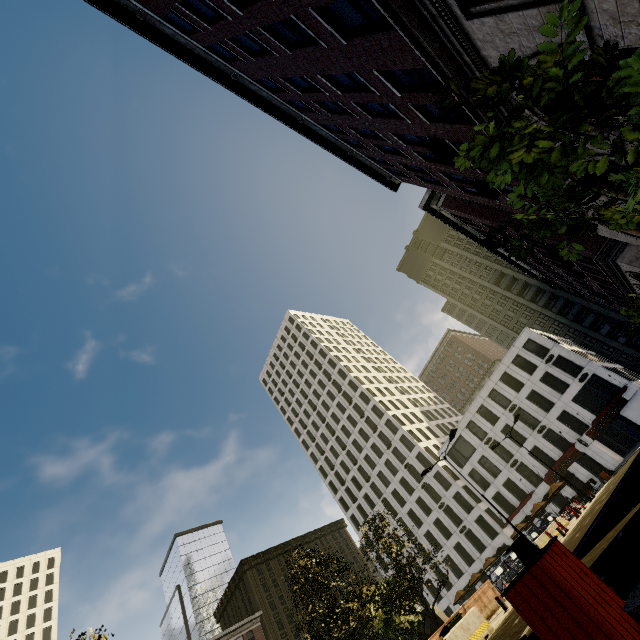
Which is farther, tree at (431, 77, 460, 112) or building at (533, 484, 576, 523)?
building at (533, 484, 576, 523)

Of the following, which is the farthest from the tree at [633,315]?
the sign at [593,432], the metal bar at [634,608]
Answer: the sign at [593,432]

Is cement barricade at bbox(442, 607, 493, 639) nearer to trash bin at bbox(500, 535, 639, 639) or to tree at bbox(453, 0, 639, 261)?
tree at bbox(453, 0, 639, 261)

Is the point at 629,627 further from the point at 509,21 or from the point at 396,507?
the point at 396,507

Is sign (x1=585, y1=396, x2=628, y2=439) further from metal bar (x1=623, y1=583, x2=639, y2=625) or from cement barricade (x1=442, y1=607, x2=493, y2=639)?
metal bar (x1=623, y1=583, x2=639, y2=625)

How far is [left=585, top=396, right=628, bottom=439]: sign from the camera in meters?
36.4

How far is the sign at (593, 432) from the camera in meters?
36.4 m

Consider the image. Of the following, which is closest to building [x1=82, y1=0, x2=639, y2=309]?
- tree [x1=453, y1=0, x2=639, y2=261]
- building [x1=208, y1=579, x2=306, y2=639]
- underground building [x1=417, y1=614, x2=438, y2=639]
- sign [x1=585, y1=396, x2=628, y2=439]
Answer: tree [x1=453, y1=0, x2=639, y2=261]
